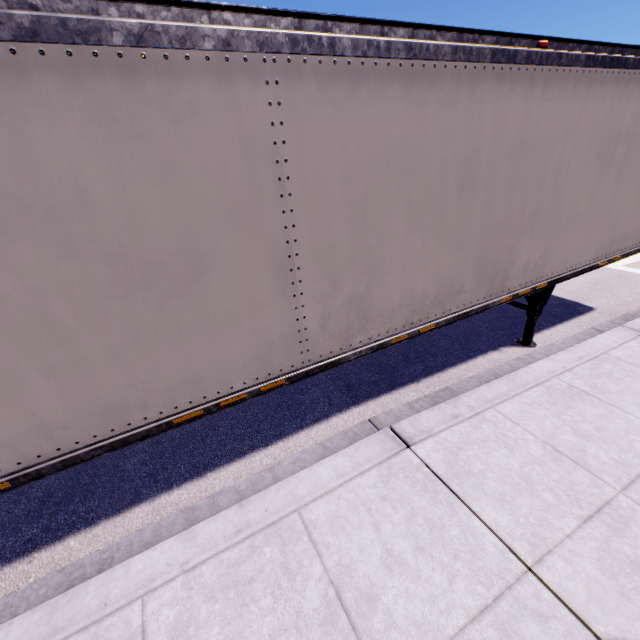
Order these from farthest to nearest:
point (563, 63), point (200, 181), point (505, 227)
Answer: point (505, 227) → point (563, 63) → point (200, 181)
